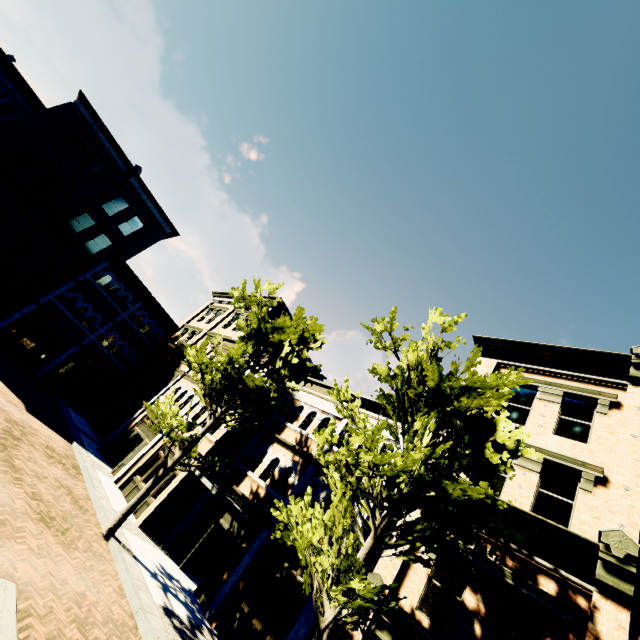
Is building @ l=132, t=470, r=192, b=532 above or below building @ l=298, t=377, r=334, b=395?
below

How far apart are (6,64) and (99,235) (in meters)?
13.58

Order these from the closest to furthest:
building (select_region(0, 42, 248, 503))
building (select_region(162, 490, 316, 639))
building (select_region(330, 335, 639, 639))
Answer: building (select_region(330, 335, 639, 639))
building (select_region(162, 490, 316, 639))
building (select_region(0, 42, 248, 503))

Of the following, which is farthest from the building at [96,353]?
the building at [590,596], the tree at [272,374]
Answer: the tree at [272,374]

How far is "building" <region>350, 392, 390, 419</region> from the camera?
14.23m

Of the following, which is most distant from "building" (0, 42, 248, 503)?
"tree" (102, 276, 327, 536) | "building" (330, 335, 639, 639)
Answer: "tree" (102, 276, 327, 536)

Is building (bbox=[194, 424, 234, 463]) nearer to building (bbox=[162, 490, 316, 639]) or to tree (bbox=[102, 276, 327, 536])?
building (bbox=[162, 490, 316, 639])

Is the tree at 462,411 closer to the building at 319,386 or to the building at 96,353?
the building at 319,386
